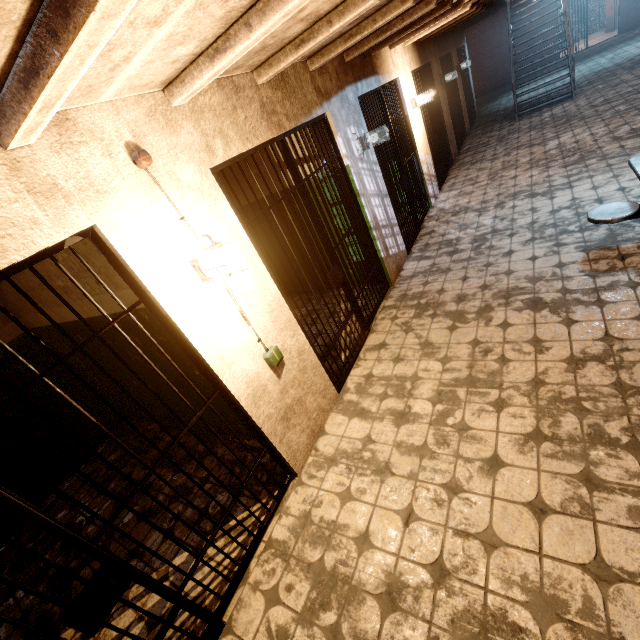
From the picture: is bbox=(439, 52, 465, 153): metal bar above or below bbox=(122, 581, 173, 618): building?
above

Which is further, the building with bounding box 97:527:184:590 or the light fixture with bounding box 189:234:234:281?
the building with bounding box 97:527:184:590

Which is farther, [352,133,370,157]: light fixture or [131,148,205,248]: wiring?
[352,133,370,157]: light fixture

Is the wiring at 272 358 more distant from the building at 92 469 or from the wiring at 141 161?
the wiring at 141 161

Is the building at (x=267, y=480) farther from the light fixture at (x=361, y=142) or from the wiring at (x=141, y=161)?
the light fixture at (x=361, y=142)

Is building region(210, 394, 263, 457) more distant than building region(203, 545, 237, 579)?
Yes

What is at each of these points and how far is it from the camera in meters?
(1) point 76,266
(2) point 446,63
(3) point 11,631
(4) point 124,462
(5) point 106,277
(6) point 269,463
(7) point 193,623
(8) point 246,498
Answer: (1) building, 2.4
(2) metal bar, 8.9
(3) building, 2.8
(4) building, 4.1
(5) building, 2.3
(6) building, 3.1
(7) building, 2.2
(8) building, 2.9

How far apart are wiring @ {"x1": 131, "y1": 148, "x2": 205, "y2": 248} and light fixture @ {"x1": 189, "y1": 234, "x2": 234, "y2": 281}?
0.49m
